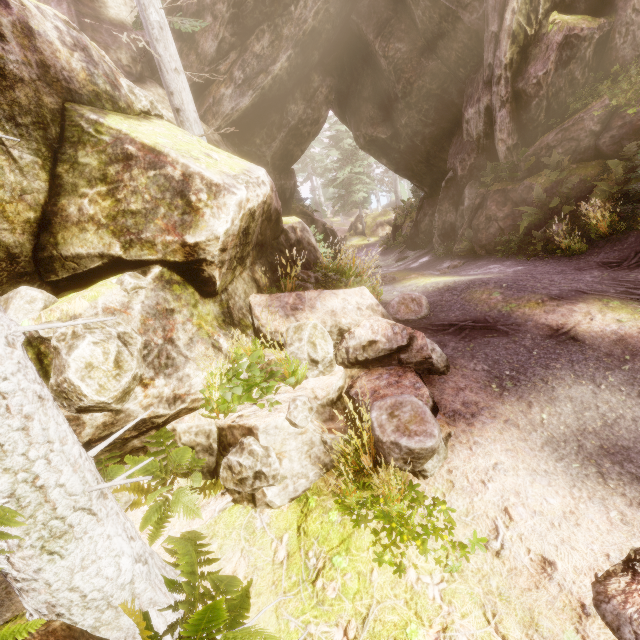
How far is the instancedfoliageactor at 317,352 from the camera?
4.4m

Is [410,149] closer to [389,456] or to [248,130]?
[248,130]

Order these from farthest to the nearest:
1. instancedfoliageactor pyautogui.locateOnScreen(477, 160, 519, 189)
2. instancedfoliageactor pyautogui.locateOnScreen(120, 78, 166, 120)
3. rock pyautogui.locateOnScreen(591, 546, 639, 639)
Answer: instancedfoliageactor pyautogui.locateOnScreen(477, 160, 519, 189) → instancedfoliageactor pyautogui.locateOnScreen(120, 78, 166, 120) → rock pyautogui.locateOnScreen(591, 546, 639, 639)

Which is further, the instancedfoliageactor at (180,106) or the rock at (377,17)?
the instancedfoliageactor at (180,106)

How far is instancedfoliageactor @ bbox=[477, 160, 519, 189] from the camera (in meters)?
10.80

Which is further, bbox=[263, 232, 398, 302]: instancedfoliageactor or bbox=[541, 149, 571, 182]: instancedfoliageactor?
bbox=[541, 149, 571, 182]: instancedfoliageactor
